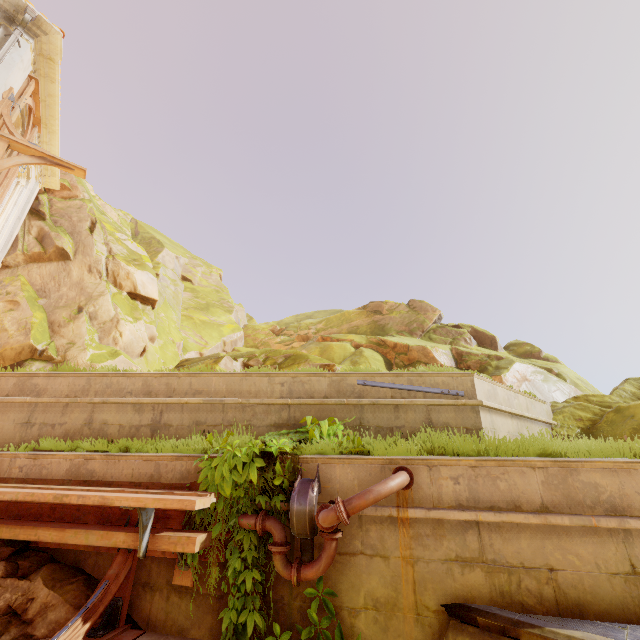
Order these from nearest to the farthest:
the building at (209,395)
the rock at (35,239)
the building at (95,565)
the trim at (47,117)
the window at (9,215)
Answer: the building at (95,565) → the building at (209,395) → the trim at (47,117) → the rock at (35,239) → the window at (9,215)

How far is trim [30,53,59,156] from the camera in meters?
8.7

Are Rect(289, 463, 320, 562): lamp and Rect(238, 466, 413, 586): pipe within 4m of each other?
yes

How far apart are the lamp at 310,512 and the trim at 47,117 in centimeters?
1222cm

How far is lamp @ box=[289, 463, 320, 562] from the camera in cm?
361

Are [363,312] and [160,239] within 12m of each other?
no

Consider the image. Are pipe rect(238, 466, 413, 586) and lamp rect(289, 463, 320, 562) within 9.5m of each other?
yes

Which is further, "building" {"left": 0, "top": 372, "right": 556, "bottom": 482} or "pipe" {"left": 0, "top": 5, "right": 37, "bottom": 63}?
"pipe" {"left": 0, "top": 5, "right": 37, "bottom": 63}
